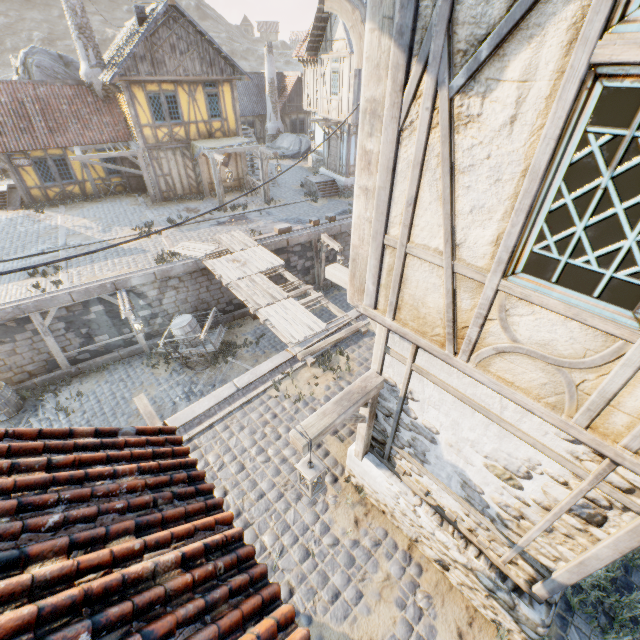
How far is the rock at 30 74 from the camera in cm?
2186

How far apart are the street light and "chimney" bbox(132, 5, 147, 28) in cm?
2163

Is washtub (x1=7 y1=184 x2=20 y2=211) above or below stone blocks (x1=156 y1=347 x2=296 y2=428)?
above

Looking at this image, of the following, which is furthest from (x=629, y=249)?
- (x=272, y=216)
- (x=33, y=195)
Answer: (x=33, y=195)

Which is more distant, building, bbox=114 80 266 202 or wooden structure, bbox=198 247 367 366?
building, bbox=114 80 266 202

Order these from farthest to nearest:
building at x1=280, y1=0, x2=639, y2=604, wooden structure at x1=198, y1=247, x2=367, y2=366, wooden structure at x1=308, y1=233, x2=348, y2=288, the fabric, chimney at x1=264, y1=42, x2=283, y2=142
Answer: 1. chimney at x1=264, y1=42, x2=283, y2=142
2. the fabric
3. wooden structure at x1=198, y1=247, x2=367, y2=366
4. wooden structure at x1=308, y1=233, x2=348, y2=288
5. building at x1=280, y1=0, x2=639, y2=604

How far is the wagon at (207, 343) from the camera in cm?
1211

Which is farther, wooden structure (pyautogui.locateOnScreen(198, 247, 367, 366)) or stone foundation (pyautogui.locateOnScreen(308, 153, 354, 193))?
stone foundation (pyautogui.locateOnScreen(308, 153, 354, 193))
